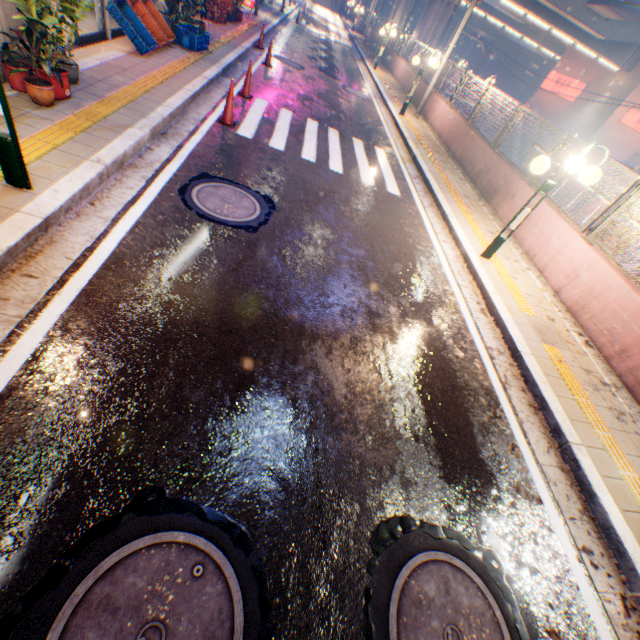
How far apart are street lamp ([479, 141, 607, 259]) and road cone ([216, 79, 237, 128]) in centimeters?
590cm

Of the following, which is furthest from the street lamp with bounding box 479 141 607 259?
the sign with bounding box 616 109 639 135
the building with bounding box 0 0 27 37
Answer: the sign with bounding box 616 109 639 135

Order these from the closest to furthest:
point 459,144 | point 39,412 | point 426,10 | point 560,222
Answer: point 39,412
point 560,222
point 459,144
point 426,10

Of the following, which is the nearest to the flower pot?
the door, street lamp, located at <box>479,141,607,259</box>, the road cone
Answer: the door

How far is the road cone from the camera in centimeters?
669cm

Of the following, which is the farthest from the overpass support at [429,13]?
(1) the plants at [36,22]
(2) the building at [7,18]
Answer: (2) the building at [7,18]

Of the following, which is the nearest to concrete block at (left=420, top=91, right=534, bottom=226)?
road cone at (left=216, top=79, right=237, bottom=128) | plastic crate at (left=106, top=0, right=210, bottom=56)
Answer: road cone at (left=216, top=79, right=237, bottom=128)

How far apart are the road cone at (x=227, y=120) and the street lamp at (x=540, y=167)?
5.9 meters
